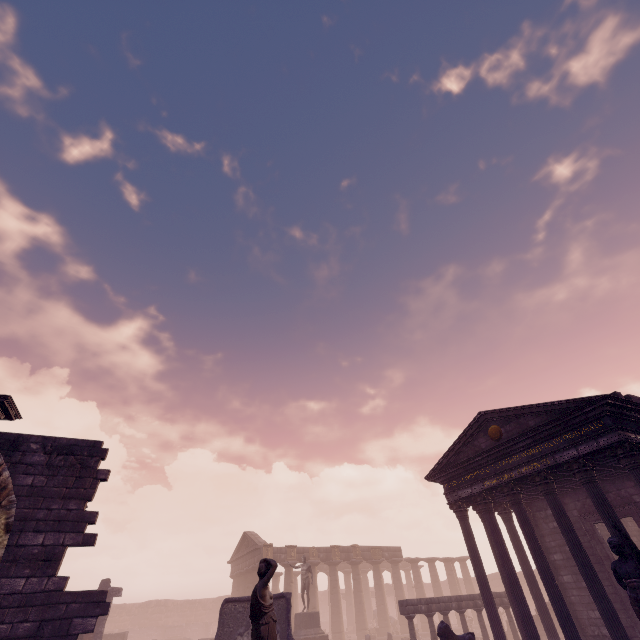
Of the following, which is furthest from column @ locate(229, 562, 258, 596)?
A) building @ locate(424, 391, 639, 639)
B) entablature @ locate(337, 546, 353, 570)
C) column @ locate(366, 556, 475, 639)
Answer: building @ locate(424, 391, 639, 639)

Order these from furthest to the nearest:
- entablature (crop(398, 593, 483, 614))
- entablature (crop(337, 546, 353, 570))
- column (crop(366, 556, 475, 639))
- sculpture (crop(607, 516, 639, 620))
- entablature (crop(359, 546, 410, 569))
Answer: entablature (crop(359, 546, 410, 569))
entablature (crop(337, 546, 353, 570))
column (crop(366, 556, 475, 639))
entablature (crop(398, 593, 483, 614))
sculpture (crop(607, 516, 639, 620))

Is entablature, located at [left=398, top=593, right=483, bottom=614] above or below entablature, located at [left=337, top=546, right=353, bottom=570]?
below

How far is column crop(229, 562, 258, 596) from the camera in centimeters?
2852cm

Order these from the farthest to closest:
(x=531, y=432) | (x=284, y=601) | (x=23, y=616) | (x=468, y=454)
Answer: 1. (x=468, y=454)
2. (x=284, y=601)
3. (x=531, y=432)
4. (x=23, y=616)

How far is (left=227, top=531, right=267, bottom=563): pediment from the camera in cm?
2864

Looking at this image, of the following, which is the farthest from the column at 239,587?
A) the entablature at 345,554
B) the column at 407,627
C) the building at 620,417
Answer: the building at 620,417

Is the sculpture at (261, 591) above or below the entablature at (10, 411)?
below
